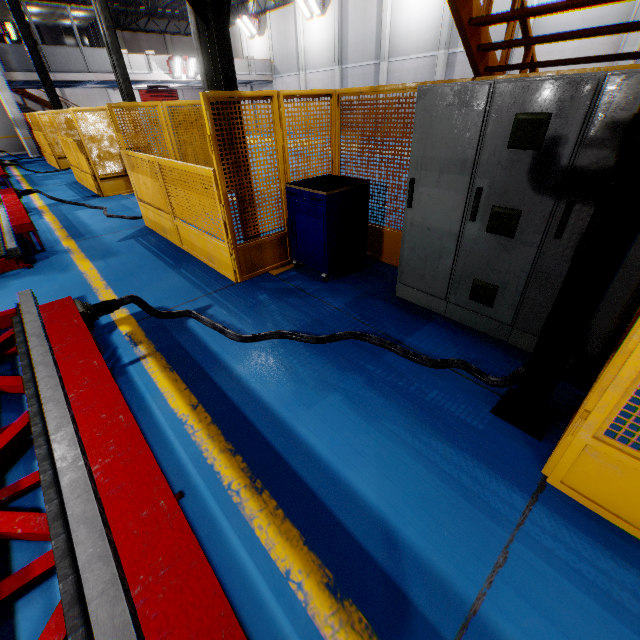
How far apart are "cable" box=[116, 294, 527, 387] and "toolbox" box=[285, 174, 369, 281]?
1.2m

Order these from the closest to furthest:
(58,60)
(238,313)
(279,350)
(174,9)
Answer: (279,350)
(238,313)
(58,60)
(174,9)

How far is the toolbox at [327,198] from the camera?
4.0 meters

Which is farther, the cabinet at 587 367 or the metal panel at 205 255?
the metal panel at 205 255

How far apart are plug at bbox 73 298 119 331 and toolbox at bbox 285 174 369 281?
2.3m

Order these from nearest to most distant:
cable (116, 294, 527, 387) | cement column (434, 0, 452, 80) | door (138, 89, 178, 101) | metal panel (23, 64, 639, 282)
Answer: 1. cable (116, 294, 527, 387)
2. metal panel (23, 64, 639, 282)
3. cement column (434, 0, 452, 80)
4. door (138, 89, 178, 101)

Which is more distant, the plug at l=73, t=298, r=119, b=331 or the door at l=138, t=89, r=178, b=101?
the door at l=138, t=89, r=178, b=101

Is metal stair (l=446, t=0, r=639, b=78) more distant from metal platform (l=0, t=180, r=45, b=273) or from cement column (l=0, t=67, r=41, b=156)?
cement column (l=0, t=67, r=41, b=156)
